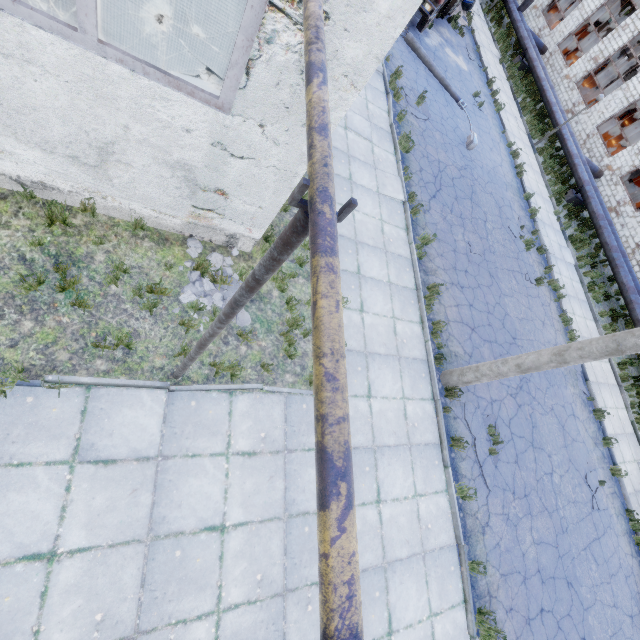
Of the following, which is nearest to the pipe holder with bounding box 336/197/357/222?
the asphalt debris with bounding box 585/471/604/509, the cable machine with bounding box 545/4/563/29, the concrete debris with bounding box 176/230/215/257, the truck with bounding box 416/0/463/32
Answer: the concrete debris with bounding box 176/230/215/257

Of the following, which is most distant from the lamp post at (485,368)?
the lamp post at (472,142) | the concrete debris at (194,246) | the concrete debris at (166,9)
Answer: the lamp post at (472,142)

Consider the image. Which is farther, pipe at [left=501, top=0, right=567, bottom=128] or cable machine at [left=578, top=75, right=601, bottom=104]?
cable machine at [left=578, top=75, right=601, bottom=104]

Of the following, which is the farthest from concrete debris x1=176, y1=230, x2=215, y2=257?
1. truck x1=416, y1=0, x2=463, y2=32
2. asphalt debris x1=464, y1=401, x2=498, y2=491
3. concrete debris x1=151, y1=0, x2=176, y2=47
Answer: truck x1=416, y1=0, x2=463, y2=32

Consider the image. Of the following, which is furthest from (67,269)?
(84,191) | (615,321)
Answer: (615,321)

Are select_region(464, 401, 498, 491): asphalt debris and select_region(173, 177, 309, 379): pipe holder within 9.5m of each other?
yes

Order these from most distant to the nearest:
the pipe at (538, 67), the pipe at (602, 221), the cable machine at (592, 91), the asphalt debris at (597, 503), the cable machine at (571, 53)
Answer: the cable machine at (571, 53) < the cable machine at (592, 91) < the pipe at (538, 67) < the pipe at (602, 221) < the asphalt debris at (597, 503)

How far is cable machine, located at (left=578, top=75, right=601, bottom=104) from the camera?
25.2 meters
